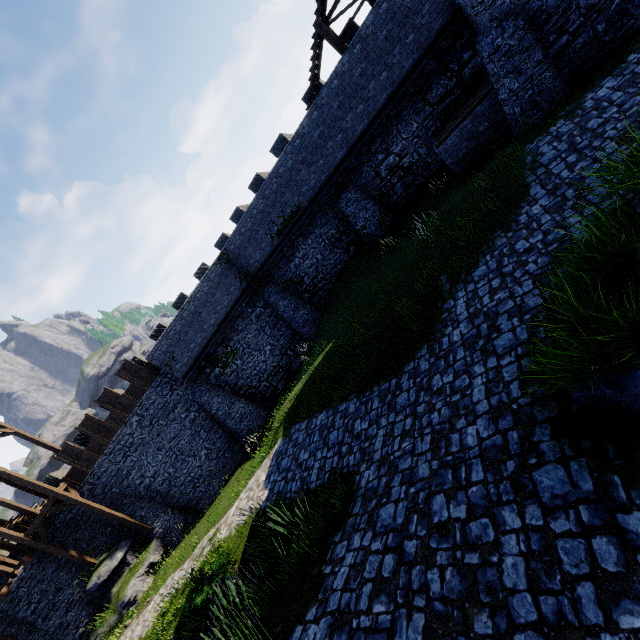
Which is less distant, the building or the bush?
the bush

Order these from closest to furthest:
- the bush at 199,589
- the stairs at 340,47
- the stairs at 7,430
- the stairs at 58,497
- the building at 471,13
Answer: the bush at 199,589 < the building at 471,13 < the stairs at 340,47 < the stairs at 58,497 < the stairs at 7,430

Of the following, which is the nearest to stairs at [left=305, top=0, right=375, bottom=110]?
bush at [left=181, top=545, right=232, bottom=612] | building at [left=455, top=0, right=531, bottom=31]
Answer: building at [left=455, top=0, right=531, bottom=31]

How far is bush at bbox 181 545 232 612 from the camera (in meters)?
8.68

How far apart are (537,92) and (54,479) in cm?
3435

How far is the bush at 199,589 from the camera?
8.68m

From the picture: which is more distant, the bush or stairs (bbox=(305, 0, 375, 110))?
stairs (bbox=(305, 0, 375, 110))

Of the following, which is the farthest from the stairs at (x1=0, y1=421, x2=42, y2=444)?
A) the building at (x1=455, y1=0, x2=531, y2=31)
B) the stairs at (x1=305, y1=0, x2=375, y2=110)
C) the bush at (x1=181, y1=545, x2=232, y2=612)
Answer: the building at (x1=455, y1=0, x2=531, y2=31)
